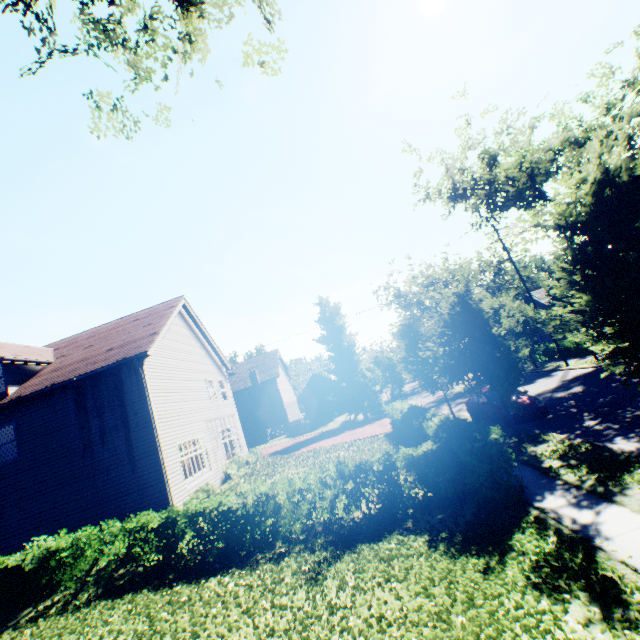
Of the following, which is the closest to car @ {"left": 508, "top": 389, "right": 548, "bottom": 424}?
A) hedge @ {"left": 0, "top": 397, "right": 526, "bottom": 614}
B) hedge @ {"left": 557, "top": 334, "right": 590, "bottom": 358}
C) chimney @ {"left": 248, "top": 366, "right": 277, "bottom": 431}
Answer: hedge @ {"left": 0, "top": 397, "right": 526, "bottom": 614}

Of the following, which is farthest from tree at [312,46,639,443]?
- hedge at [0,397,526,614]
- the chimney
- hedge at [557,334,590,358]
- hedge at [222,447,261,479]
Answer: hedge at [222,447,261,479]

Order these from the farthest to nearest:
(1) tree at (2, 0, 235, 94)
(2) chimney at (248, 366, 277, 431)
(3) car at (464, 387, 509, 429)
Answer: (2) chimney at (248, 366, 277, 431)
(3) car at (464, 387, 509, 429)
(1) tree at (2, 0, 235, 94)

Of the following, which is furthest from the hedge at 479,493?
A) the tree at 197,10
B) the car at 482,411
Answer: the car at 482,411

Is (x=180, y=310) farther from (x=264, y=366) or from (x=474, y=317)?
(x=264, y=366)

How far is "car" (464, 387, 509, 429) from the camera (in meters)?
13.76

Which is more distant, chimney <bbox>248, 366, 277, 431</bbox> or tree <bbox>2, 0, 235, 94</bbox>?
chimney <bbox>248, 366, 277, 431</bbox>

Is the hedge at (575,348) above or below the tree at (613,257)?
below
